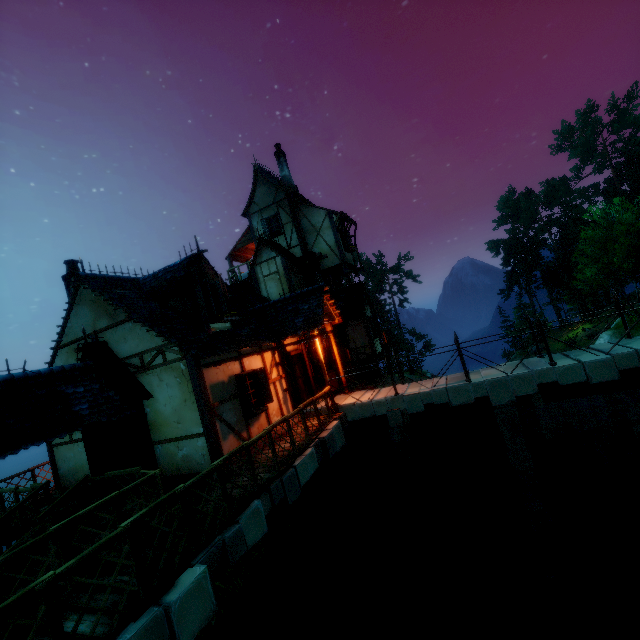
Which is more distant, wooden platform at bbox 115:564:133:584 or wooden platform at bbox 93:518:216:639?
wooden platform at bbox 115:564:133:584

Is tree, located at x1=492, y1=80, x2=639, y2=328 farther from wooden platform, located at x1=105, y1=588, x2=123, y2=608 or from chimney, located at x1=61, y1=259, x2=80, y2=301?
chimney, located at x1=61, y1=259, x2=80, y2=301

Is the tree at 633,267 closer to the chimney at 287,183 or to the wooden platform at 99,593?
the wooden platform at 99,593

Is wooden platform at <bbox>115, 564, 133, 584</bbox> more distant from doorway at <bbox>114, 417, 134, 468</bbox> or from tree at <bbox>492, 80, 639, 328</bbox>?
tree at <bbox>492, 80, 639, 328</bbox>

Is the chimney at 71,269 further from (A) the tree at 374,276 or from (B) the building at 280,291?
(A) the tree at 374,276

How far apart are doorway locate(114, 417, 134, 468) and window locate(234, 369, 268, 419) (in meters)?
3.01

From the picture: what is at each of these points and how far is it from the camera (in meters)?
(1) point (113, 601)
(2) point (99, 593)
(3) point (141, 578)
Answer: (1) wooden platform, 4.22
(2) wooden platform, 4.48
(3) fence, 4.11

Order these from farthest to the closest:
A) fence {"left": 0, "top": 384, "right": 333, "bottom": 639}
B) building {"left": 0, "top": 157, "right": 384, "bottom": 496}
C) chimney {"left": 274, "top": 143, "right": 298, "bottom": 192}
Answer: chimney {"left": 274, "top": 143, "right": 298, "bottom": 192}
building {"left": 0, "top": 157, "right": 384, "bottom": 496}
fence {"left": 0, "top": 384, "right": 333, "bottom": 639}
